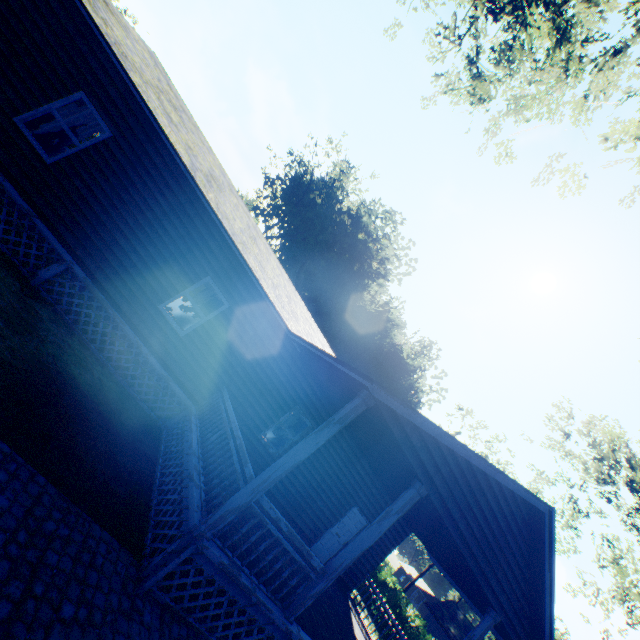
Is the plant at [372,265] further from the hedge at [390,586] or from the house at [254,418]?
the house at [254,418]

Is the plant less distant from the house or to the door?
the house

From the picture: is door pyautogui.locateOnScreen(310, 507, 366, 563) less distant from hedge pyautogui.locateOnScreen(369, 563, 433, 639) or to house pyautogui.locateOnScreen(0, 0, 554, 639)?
house pyautogui.locateOnScreen(0, 0, 554, 639)

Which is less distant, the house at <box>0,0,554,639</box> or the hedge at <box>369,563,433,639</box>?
the house at <box>0,0,554,639</box>

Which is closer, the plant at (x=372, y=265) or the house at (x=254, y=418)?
the house at (x=254, y=418)

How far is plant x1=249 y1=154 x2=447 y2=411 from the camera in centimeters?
3619cm

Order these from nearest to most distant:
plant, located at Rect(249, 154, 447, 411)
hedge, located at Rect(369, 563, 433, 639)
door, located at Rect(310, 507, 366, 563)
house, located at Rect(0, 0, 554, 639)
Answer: house, located at Rect(0, 0, 554, 639) < door, located at Rect(310, 507, 366, 563) < hedge, located at Rect(369, 563, 433, 639) < plant, located at Rect(249, 154, 447, 411)

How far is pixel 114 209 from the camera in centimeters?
802cm
